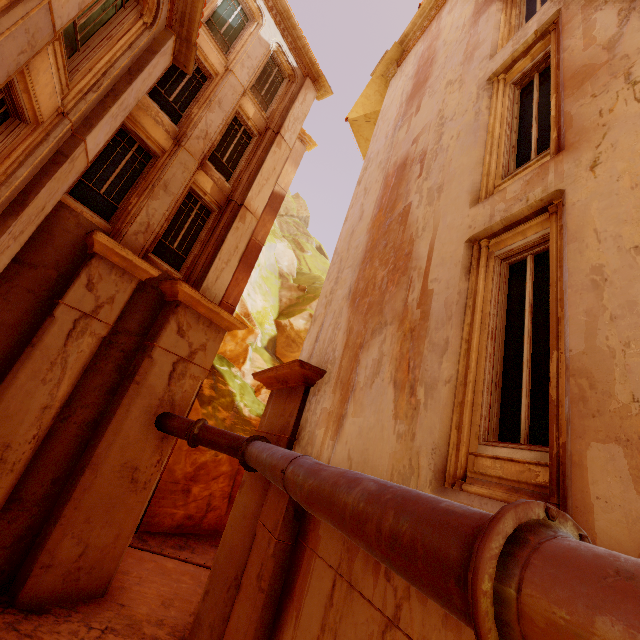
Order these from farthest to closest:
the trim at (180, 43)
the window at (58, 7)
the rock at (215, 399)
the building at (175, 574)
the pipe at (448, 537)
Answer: the rock at (215, 399), the trim at (180, 43), the building at (175, 574), the window at (58, 7), the pipe at (448, 537)

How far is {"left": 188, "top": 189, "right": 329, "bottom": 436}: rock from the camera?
16.34m

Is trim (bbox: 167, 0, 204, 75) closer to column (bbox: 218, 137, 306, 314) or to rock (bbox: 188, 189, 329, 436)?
column (bbox: 218, 137, 306, 314)

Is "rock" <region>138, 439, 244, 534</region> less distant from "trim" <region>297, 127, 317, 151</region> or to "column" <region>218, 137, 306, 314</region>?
"column" <region>218, 137, 306, 314</region>

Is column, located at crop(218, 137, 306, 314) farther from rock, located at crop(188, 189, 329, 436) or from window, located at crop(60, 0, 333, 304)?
window, located at crop(60, 0, 333, 304)

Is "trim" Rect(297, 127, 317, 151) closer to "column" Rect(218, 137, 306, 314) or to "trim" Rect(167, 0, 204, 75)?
"column" Rect(218, 137, 306, 314)

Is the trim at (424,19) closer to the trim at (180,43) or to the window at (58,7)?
the window at (58,7)

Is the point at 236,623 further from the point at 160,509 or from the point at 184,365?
the point at 160,509
